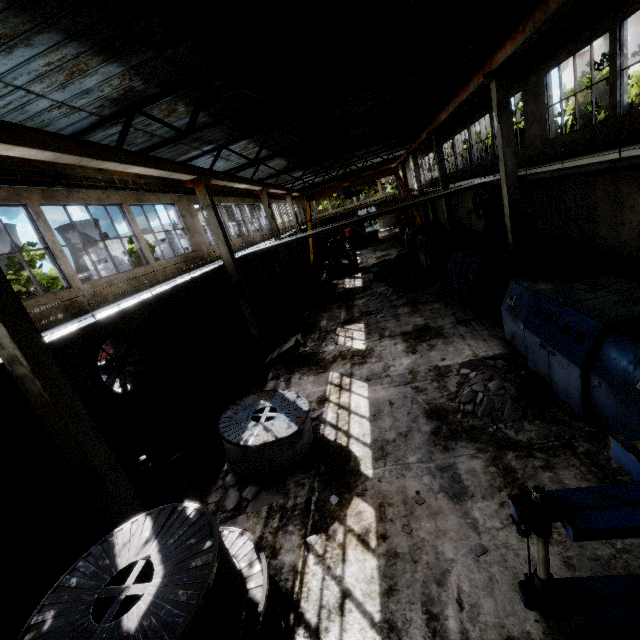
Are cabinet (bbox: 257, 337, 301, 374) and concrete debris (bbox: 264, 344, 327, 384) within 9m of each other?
yes

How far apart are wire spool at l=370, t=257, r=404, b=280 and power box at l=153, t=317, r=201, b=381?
11.6 meters

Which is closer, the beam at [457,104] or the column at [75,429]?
the column at [75,429]

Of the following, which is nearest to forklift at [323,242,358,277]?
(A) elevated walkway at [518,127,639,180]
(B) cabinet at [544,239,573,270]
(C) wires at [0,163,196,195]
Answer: (A) elevated walkway at [518,127,639,180]

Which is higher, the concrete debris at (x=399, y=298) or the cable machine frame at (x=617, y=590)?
the cable machine frame at (x=617, y=590)

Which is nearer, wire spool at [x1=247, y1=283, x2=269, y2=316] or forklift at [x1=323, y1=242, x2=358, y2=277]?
wire spool at [x1=247, y1=283, x2=269, y2=316]

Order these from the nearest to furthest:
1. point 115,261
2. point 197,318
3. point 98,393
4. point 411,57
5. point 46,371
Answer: point 46,371, point 98,393, point 411,57, point 197,318, point 115,261

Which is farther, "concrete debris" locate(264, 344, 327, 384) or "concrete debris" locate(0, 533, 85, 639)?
"concrete debris" locate(264, 344, 327, 384)
